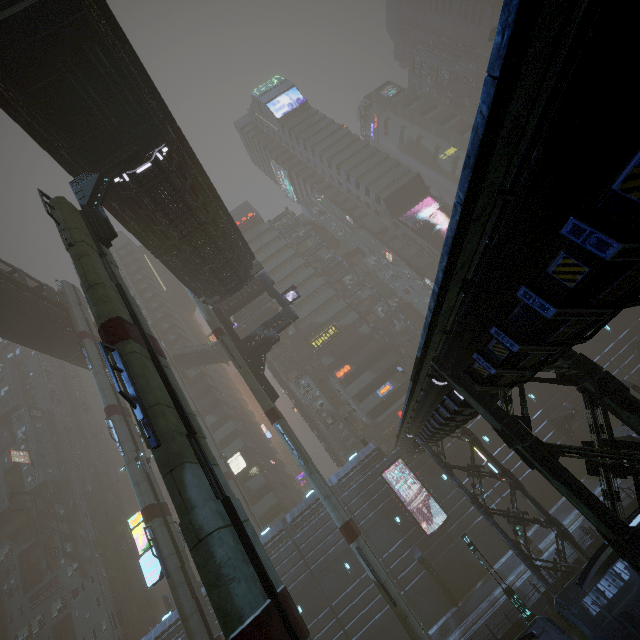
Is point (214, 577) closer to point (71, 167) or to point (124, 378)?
point (124, 378)

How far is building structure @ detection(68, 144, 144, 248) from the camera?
13.5 meters

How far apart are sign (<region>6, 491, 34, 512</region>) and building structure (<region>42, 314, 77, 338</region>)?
32.5 meters

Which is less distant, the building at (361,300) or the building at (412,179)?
the building at (361,300)

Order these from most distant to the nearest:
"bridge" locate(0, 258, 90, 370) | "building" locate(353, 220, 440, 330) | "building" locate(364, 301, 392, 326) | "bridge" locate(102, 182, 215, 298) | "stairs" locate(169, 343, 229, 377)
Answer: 1. "building" locate(353, 220, 440, 330)
2. "building" locate(364, 301, 392, 326)
3. "stairs" locate(169, 343, 229, 377)
4. "bridge" locate(0, 258, 90, 370)
5. "bridge" locate(102, 182, 215, 298)

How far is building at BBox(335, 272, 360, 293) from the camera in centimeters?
5706cm

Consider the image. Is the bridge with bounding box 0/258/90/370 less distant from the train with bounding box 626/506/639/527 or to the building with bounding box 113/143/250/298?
the building with bounding box 113/143/250/298

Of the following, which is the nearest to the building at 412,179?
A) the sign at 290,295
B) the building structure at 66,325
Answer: the sign at 290,295
